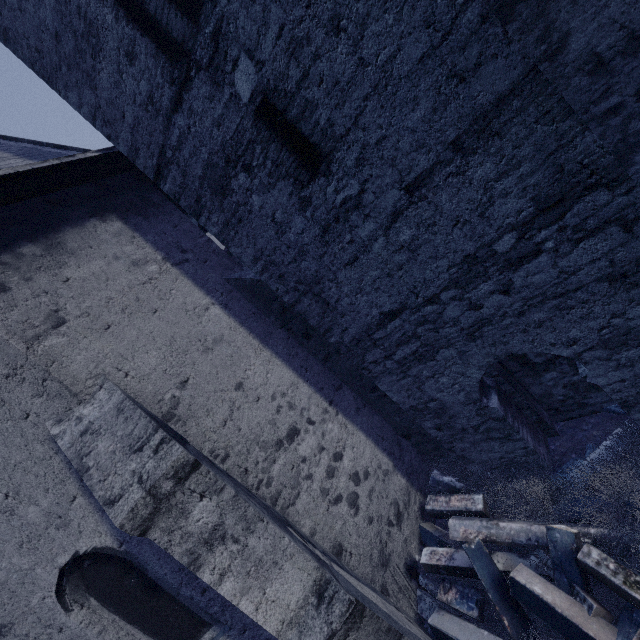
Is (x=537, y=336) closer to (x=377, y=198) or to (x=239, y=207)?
(x=377, y=198)

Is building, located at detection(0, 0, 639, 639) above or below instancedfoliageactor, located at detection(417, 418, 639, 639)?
above

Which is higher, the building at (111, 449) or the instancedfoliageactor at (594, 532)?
the building at (111, 449)
